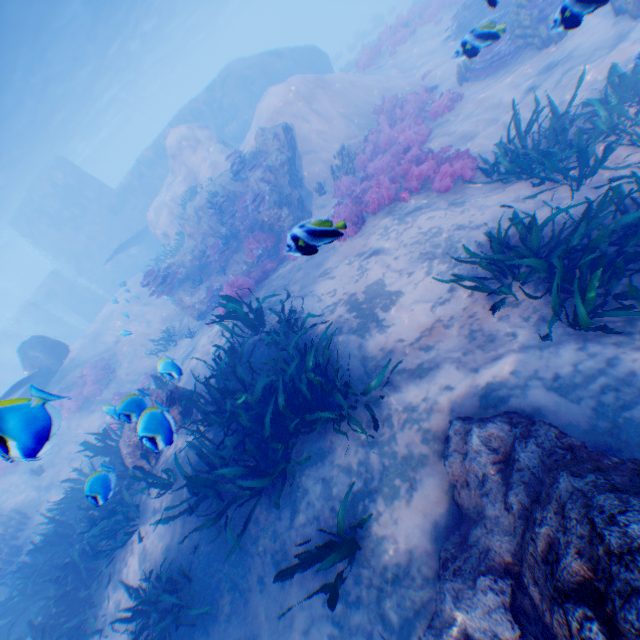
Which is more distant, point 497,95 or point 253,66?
point 253,66

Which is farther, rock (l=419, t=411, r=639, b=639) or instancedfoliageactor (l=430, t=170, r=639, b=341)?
instancedfoliageactor (l=430, t=170, r=639, b=341)

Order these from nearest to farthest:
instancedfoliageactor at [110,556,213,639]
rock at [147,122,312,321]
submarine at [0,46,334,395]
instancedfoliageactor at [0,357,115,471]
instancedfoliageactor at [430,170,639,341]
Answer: instancedfoliageactor at [0,357,115,471] < instancedfoliageactor at [430,170,639,341] < instancedfoliageactor at [110,556,213,639] < rock at [147,122,312,321] < submarine at [0,46,334,395]

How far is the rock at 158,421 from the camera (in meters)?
3.46

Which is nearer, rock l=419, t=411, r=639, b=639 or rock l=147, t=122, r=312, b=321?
rock l=419, t=411, r=639, b=639

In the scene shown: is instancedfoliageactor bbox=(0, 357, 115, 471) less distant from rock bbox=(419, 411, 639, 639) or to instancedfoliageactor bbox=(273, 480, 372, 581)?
rock bbox=(419, 411, 639, 639)

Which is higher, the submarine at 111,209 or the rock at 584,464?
the submarine at 111,209

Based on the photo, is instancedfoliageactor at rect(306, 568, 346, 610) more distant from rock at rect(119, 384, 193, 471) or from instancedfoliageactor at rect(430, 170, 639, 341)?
instancedfoliageactor at rect(430, 170, 639, 341)
